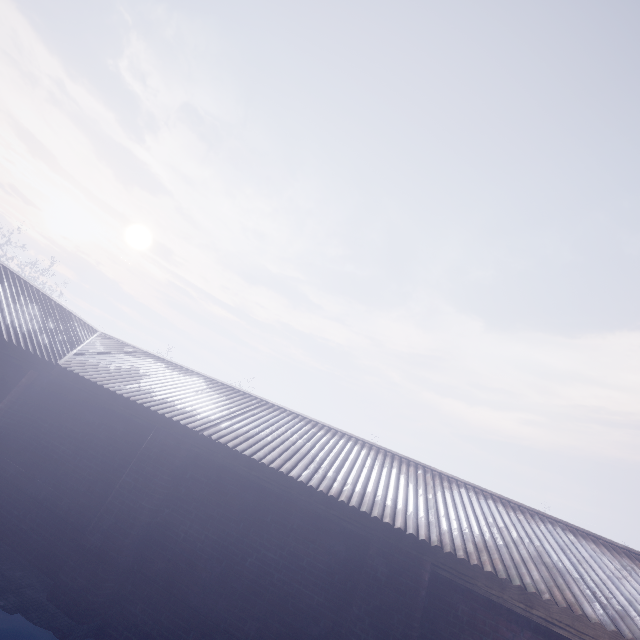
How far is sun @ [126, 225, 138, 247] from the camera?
58.9 meters

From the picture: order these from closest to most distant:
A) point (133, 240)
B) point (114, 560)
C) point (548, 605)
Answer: point (548, 605) → point (114, 560) → point (133, 240)

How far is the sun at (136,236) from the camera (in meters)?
58.88
